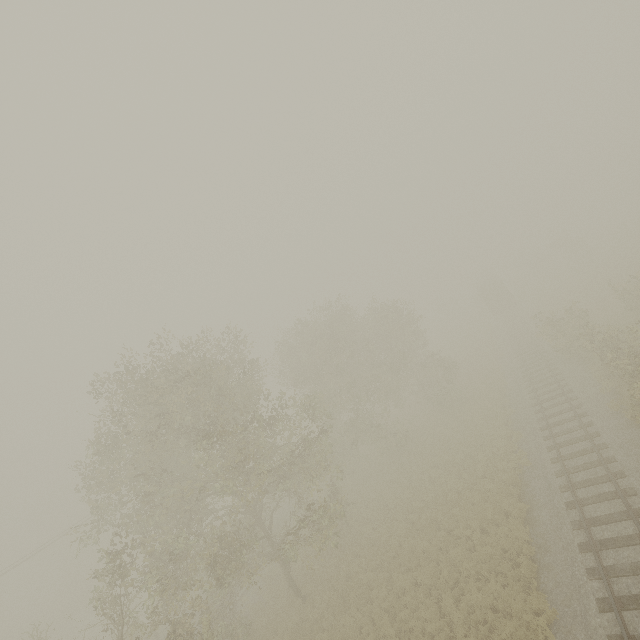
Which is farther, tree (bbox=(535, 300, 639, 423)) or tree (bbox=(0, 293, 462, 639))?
tree (bbox=(535, 300, 639, 423))

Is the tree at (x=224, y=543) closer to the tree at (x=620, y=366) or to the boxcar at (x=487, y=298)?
the tree at (x=620, y=366)

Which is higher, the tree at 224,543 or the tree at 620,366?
the tree at 224,543

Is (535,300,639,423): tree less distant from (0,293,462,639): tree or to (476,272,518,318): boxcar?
(0,293,462,639): tree

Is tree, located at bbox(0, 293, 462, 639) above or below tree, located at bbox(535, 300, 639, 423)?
above

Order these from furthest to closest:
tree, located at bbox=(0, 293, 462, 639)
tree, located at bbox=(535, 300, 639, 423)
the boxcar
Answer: the boxcar < tree, located at bbox=(535, 300, 639, 423) < tree, located at bbox=(0, 293, 462, 639)

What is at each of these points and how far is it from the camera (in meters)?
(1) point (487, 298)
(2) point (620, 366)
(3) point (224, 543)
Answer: (1) boxcar, 44.84
(2) tree, 16.17
(3) tree, 15.40
